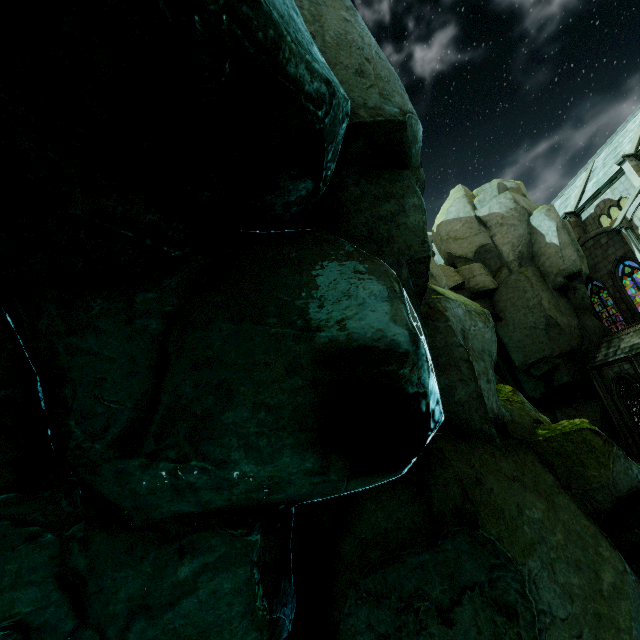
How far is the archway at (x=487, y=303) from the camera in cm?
2347

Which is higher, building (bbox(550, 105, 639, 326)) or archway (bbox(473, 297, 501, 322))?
archway (bbox(473, 297, 501, 322))

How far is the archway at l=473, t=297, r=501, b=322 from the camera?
23.5m

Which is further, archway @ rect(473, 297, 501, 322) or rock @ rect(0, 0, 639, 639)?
archway @ rect(473, 297, 501, 322)

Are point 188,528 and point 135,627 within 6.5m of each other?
yes

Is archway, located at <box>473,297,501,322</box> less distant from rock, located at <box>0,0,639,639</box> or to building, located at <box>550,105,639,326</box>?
rock, located at <box>0,0,639,639</box>

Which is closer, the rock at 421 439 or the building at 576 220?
the rock at 421 439

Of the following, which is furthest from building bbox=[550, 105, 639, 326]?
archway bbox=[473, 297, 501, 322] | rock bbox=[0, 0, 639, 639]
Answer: archway bbox=[473, 297, 501, 322]
